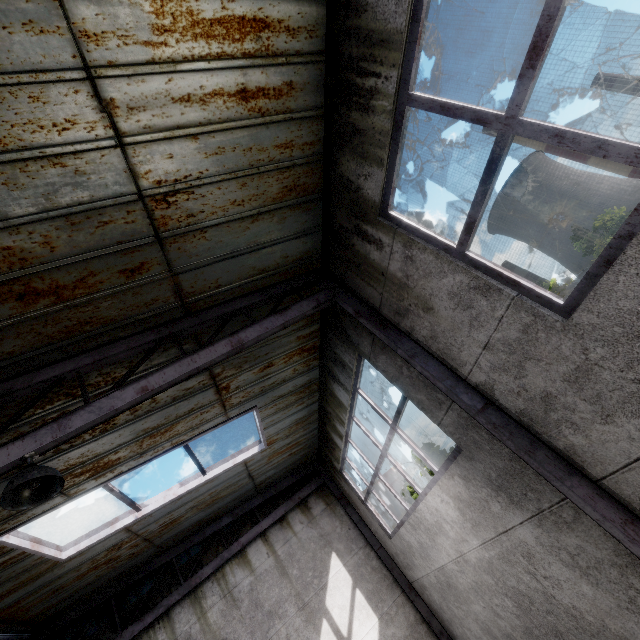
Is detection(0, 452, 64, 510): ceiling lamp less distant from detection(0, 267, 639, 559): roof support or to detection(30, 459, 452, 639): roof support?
detection(0, 267, 639, 559): roof support

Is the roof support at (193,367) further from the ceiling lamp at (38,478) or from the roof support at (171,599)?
the roof support at (171,599)

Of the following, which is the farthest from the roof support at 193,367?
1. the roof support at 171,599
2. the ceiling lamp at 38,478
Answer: the roof support at 171,599

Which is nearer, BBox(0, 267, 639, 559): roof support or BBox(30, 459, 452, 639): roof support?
BBox(0, 267, 639, 559): roof support

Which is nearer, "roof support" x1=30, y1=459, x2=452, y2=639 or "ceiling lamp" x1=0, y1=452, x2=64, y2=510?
"ceiling lamp" x1=0, y1=452, x2=64, y2=510

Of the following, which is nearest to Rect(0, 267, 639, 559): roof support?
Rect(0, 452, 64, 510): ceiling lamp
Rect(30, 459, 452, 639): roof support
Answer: Rect(0, 452, 64, 510): ceiling lamp

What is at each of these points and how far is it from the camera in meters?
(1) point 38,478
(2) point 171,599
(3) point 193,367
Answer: (1) ceiling lamp, 2.9 m
(2) roof support, 8.1 m
(3) roof support, 3.7 m
